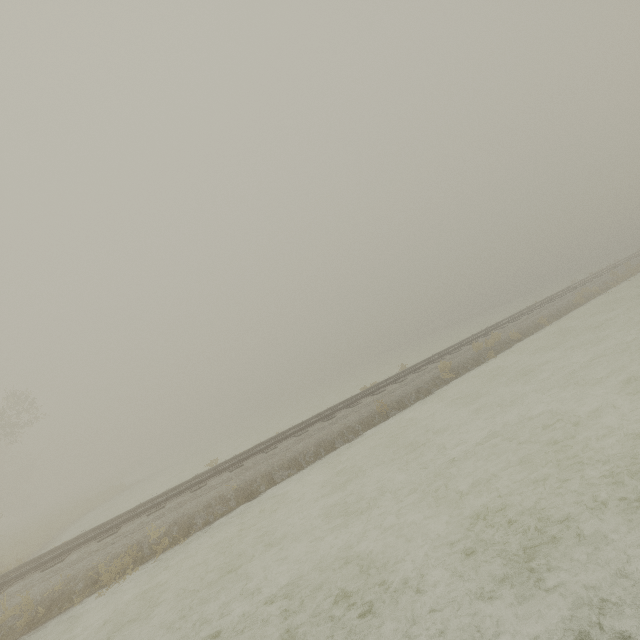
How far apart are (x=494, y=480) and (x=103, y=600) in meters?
9.7 m
